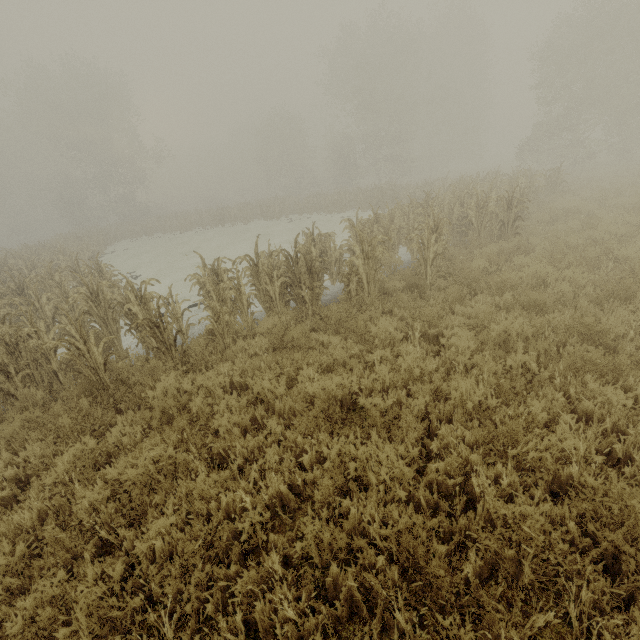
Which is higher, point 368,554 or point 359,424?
point 368,554
